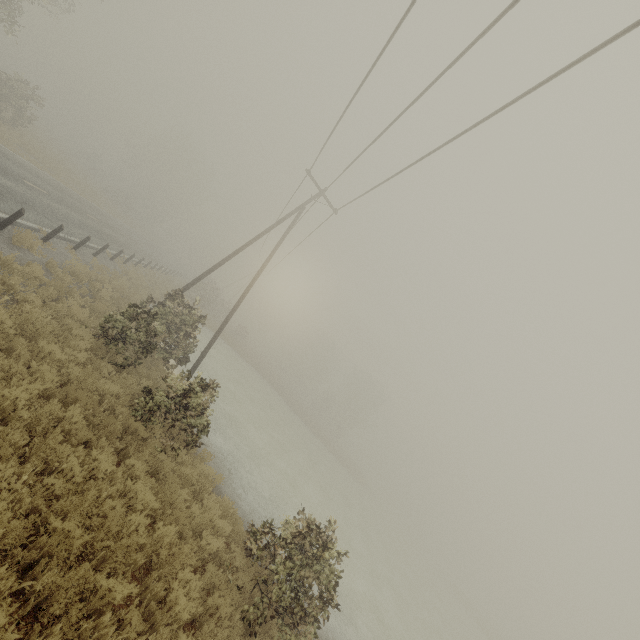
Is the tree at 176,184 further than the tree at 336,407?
No

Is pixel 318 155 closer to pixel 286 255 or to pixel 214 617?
pixel 286 255

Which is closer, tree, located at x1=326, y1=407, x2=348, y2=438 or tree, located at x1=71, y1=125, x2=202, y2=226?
tree, located at x1=71, y1=125, x2=202, y2=226

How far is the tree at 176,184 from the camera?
47.1m

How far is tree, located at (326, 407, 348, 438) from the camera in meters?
57.0 m

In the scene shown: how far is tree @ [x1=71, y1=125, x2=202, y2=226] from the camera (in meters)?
47.06
